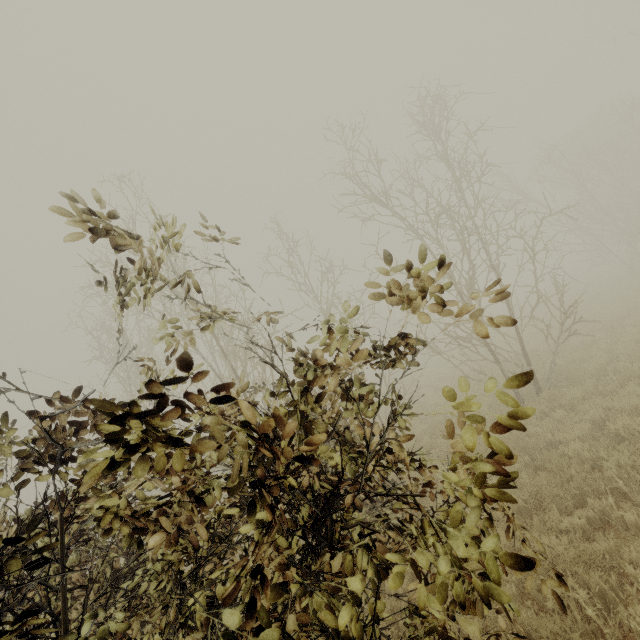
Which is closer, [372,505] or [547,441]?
[372,505]
